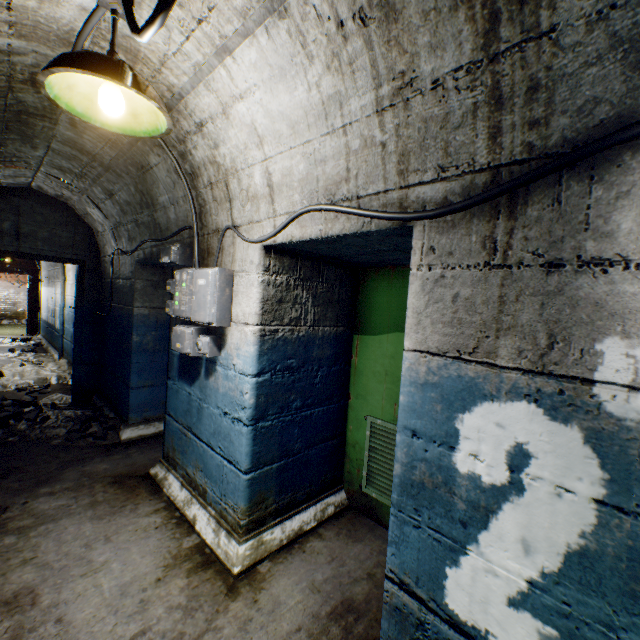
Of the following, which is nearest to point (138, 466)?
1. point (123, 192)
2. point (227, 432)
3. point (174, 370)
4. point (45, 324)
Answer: point (174, 370)

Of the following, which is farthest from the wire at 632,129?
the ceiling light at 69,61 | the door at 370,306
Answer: the door at 370,306

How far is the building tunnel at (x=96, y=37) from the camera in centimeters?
157cm

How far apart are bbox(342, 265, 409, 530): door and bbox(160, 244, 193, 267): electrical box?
1.1 meters

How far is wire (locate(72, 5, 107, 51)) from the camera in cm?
146

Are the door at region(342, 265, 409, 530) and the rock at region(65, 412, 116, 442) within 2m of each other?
no
